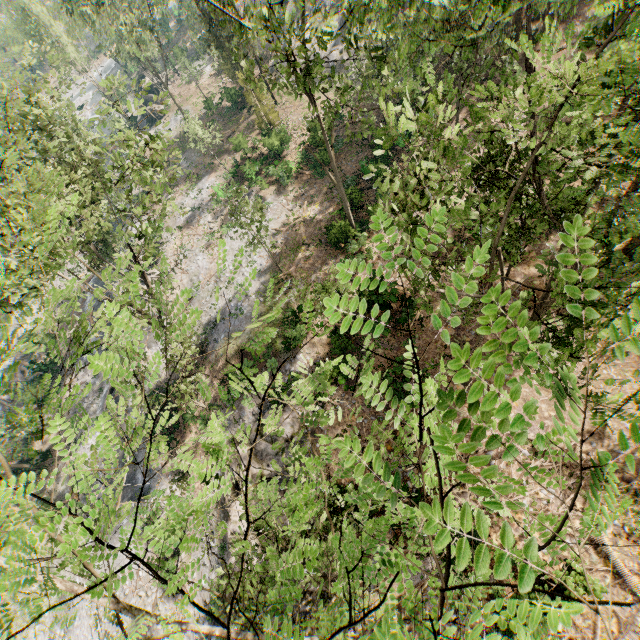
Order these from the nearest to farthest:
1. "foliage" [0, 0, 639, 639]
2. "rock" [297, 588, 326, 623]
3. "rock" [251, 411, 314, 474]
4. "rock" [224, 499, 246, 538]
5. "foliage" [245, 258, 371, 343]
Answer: "foliage" [0, 0, 639, 639], "foliage" [245, 258, 371, 343], "rock" [297, 588, 326, 623], "rock" [224, 499, 246, 538], "rock" [251, 411, 314, 474]

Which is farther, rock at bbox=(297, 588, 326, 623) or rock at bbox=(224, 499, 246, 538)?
rock at bbox=(224, 499, 246, 538)

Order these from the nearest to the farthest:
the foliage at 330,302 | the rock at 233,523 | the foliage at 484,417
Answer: the foliage at 484,417 → the foliage at 330,302 → the rock at 233,523

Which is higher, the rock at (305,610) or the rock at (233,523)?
the rock at (233,523)

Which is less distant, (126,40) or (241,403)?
(241,403)

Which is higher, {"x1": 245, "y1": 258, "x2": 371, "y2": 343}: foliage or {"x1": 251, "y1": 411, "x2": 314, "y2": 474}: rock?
{"x1": 245, "y1": 258, "x2": 371, "y2": 343}: foliage
